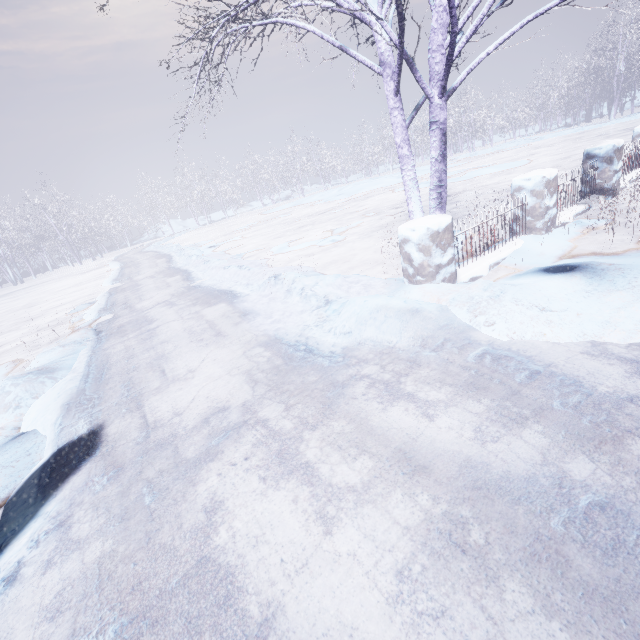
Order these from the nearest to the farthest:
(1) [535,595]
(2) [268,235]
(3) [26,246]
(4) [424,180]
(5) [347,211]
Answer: (1) [535,595]
(2) [268,235]
(5) [347,211]
(4) [424,180]
(3) [26,246]

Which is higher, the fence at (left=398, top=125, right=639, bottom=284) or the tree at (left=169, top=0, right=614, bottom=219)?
the tree at (left=169, top=0, right=614, bottom=219)

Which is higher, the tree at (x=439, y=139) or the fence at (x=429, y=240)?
the tree at (x=439, y=139)
